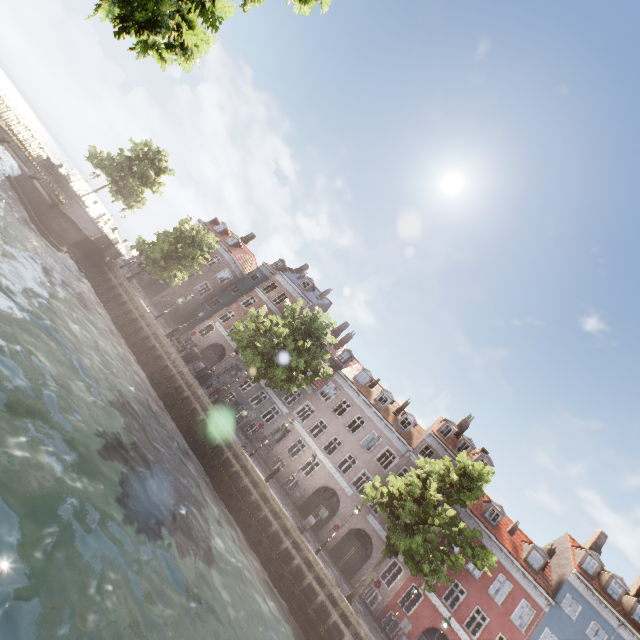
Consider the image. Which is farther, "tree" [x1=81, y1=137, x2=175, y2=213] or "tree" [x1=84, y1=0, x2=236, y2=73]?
"tree" [x1=81, y1=137, x2=175, y2=213]

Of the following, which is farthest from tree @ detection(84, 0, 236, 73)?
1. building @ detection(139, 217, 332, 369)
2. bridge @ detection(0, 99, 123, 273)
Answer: building @ detection(139, 217, 332, 369)

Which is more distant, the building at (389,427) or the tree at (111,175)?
the tree at (111,175)

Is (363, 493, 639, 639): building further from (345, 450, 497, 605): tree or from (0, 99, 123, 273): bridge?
(0, 99, 123, 273): bridge

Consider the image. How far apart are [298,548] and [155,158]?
38.44m

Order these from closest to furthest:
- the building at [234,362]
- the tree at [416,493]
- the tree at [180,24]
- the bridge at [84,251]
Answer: the tree at [180,24], the tree at [416,493], the bridge at [84,251], the building at [234,362]

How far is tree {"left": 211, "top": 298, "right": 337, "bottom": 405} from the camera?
21.7 meters
